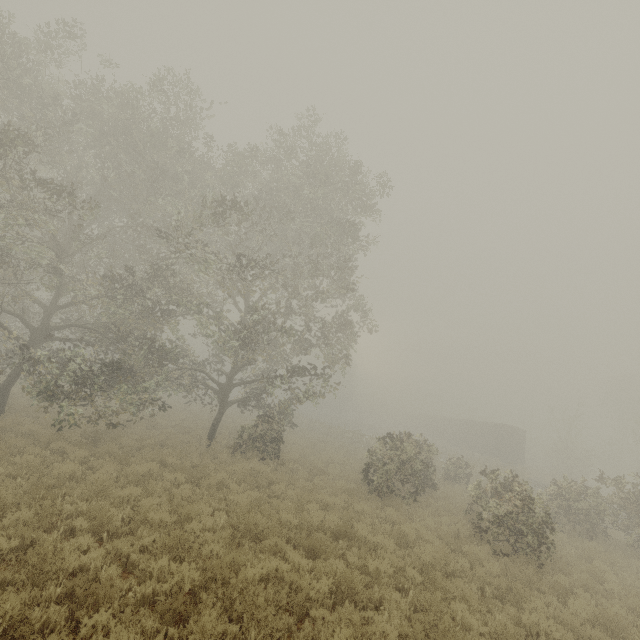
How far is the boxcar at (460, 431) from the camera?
34.9 meters

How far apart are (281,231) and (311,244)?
2.5m

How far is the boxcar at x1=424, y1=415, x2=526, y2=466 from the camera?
34.94m

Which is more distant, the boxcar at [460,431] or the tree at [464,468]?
the boxcar at [460,431]

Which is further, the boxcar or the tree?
the boxcar
